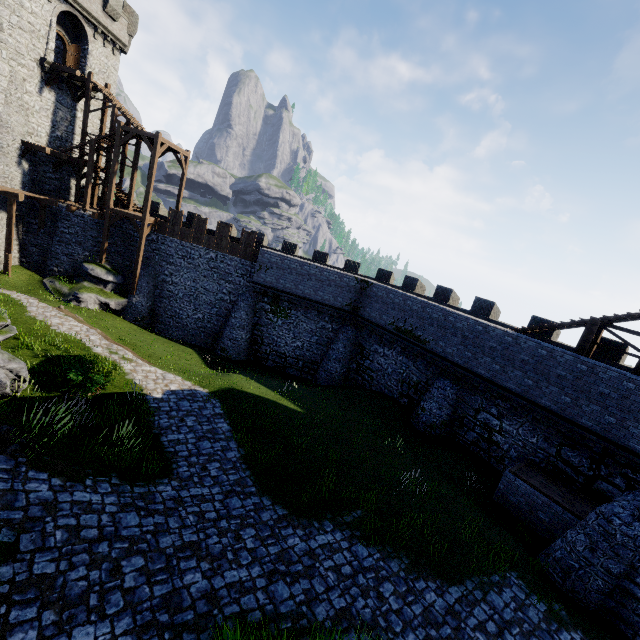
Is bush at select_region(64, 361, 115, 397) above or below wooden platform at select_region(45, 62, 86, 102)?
below

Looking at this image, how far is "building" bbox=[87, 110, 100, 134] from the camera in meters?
28.0

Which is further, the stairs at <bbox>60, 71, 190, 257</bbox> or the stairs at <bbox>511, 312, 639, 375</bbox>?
the stairs at <bbox>60, 71, 190, 257</bbox>

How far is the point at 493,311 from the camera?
20.50m

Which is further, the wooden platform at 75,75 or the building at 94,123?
the building at 94,123

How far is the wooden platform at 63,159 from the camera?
22.9 meters

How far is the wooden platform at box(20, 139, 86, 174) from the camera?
22.9 meters

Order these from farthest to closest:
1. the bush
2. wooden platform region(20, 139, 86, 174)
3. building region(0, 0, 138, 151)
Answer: wooden platform region(20, 139, 86, 174) < building region(0, 0, 138, 151) < the bush
